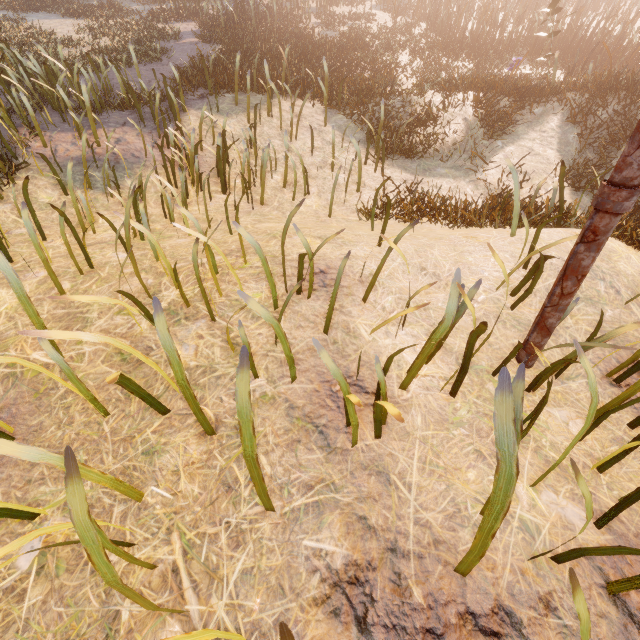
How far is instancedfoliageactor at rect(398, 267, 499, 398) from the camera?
2.0 meters

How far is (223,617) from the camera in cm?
155

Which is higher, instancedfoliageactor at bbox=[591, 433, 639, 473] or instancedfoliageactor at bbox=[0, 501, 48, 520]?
instancedfoliageactor at bbox=[0, 501, 48, 520]

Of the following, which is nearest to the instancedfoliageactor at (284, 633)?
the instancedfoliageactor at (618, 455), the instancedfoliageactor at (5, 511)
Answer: the instancedfoliageactor at (5, 511)

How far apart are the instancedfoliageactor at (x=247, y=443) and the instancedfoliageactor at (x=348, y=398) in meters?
0.4

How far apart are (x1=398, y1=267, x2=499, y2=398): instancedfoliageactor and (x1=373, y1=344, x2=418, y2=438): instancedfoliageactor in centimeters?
37cm

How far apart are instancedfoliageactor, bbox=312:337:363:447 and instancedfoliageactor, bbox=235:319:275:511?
0.43m

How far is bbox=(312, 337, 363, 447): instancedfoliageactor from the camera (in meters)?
1.67
